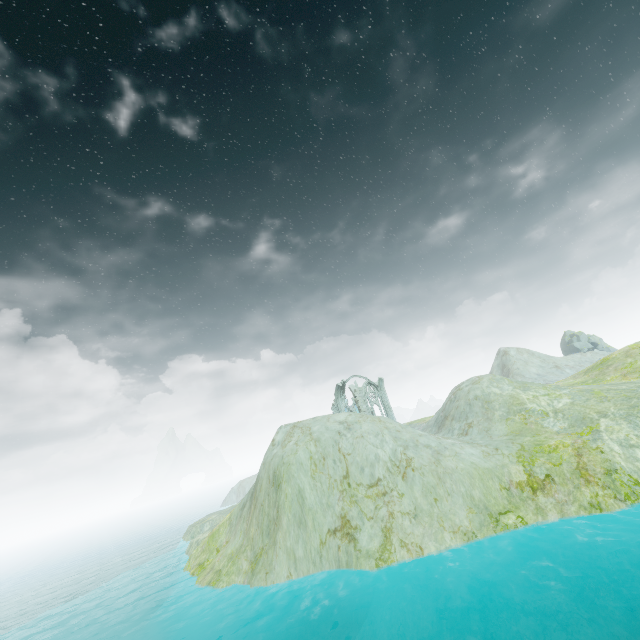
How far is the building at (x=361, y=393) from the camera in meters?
50.2

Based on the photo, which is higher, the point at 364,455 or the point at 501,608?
the point at 364,455

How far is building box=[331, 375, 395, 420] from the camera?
50.25m
